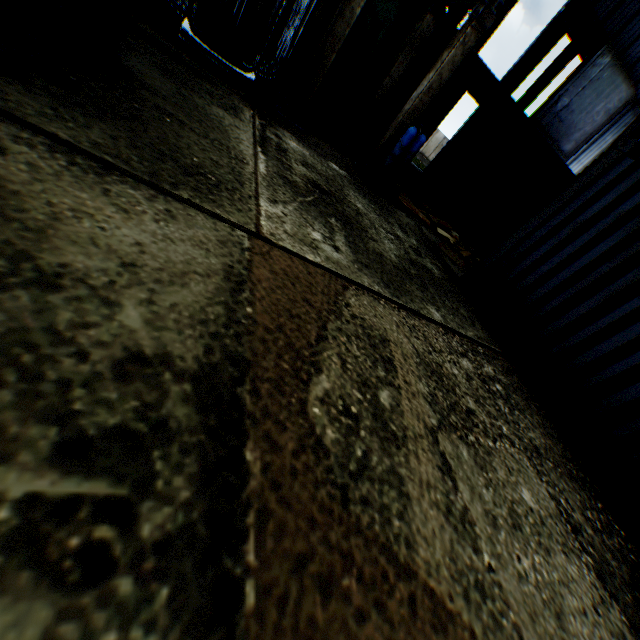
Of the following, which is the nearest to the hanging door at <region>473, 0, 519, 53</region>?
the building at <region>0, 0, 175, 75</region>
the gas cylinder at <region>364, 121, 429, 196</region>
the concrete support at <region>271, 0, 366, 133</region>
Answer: the building at <region>0, 0, 175, 75</region>

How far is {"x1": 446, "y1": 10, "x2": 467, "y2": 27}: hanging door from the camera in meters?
16.0

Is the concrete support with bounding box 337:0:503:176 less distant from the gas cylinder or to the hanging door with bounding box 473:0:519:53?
the gas cylinder

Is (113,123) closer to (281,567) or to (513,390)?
(281,567)

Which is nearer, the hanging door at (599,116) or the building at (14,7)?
the building at (14,7)

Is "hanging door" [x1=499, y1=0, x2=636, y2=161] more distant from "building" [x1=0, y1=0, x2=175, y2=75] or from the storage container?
the storage container

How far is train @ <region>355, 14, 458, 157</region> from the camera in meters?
8.0 m

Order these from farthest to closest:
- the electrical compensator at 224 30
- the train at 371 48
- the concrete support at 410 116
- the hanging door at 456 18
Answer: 1. the hanging door at 456 18
2. the train at 371 48
3. the concrete support at 410 116
4. the electrical compensator at 224 30
